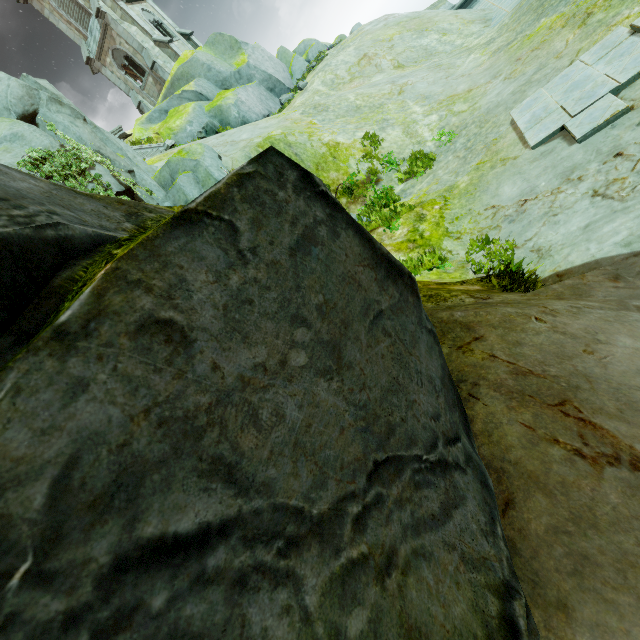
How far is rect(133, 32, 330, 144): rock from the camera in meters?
21.2 m

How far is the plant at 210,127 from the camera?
18.48m

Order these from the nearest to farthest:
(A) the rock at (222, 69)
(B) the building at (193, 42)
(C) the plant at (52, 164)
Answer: A:
1. (C) the plant at (52, 164)
2. (A) the rock at (222, 69)
3. (B) the building at (193, 42)

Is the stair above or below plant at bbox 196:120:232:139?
above

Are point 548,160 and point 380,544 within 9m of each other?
yes

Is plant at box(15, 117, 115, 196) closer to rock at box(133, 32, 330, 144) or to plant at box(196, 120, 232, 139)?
rock at box(133, 32, 330, 144)

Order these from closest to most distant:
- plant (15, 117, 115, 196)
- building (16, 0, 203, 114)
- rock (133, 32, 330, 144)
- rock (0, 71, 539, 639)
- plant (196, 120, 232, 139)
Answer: rock (0, 71, 539, 639) → plant (15, 117, 115, 196) → plant (196, 120, 232, 139) → rock (133, 32, 330, 144) → building (16, 0, 203, 114)

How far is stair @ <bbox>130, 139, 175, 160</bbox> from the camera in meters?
18.6
